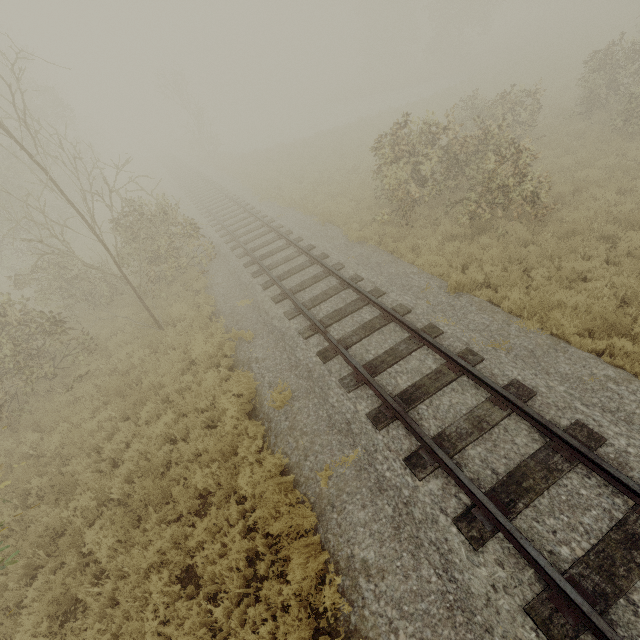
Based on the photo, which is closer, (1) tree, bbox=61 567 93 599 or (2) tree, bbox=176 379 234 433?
(1) tree, bbox=61 567 93 599

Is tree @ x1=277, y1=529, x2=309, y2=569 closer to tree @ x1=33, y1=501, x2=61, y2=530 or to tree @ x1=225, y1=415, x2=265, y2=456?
tree @ x1=225, y1=415, x2=265, y2=456

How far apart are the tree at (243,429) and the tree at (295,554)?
2.3m

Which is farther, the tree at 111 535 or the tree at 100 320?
the tree at 100 320

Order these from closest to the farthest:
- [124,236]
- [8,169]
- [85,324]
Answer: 1. [124,236]
2. [85,324]
3. [8,169]

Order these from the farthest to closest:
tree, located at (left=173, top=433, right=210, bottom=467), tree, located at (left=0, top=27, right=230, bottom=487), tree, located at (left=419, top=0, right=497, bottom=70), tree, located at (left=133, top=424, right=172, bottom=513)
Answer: tree, located at (left=419, top=0, right=497, bottom=70) → tree, located at (left=0, top=27, right=230, bottom=487) → tree, located at (left=173, top=433, right=210, bottom=467) → tree, located at (left=133, top=424, right=172, bottom=513)

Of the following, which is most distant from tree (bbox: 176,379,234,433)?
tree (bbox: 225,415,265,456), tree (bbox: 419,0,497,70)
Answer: tree (bbox: 419,0,497,70)

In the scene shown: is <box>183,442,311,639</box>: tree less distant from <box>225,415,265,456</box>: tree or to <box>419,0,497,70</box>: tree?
<box>225,415,265,456</box>: tree
